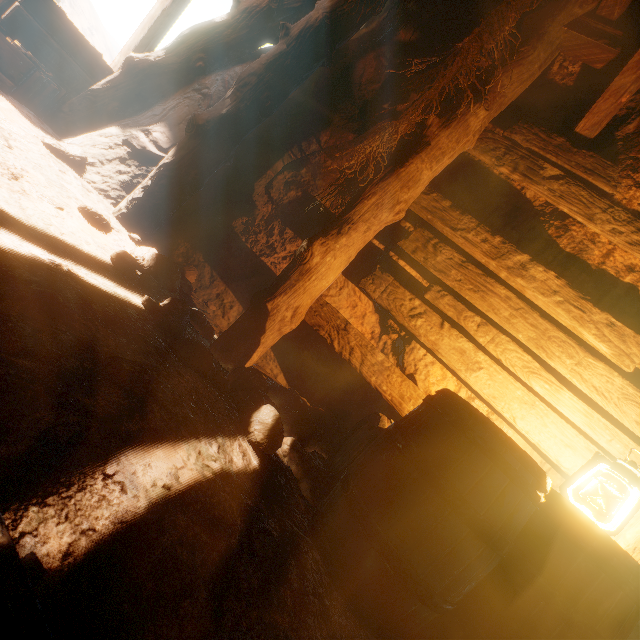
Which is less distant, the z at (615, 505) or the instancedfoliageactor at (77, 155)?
the z at (615, 505)

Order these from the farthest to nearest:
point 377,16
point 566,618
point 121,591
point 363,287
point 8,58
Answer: point 377,16
point 8,58
point 363,287
point 566,618
point 121,591

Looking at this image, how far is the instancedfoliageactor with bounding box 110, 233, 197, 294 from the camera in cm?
232

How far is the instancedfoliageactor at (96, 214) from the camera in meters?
2.6

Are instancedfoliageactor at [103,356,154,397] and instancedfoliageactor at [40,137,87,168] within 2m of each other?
no

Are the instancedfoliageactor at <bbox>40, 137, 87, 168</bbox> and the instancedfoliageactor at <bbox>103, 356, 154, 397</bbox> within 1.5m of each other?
no

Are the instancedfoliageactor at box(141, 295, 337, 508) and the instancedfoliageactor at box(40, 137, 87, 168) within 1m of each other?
no

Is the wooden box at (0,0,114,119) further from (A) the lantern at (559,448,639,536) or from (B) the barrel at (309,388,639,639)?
(A) the lantern at (559,448,639,536)
